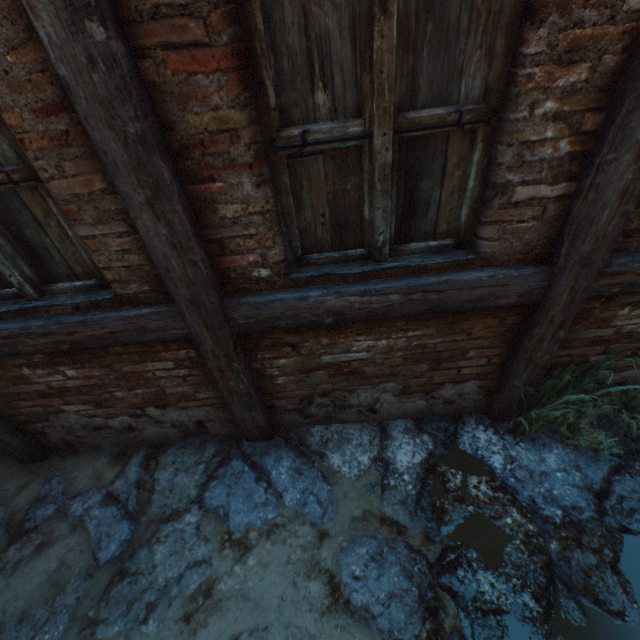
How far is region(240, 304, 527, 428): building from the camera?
2.00m

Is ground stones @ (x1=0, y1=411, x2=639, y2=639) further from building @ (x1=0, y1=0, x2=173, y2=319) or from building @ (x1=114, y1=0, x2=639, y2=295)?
building @ (x1=0, y1=0, x2=173, y2=319)

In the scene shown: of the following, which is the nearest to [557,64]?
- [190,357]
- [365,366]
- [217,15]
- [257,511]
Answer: [217,15]

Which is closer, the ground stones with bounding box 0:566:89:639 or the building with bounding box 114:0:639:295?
the building with bounding box 114:0:639:295

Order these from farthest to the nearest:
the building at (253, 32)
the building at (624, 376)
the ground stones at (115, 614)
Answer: the building at (624, 376) < the ground stones at (115, 614) < the building at (253, 32)

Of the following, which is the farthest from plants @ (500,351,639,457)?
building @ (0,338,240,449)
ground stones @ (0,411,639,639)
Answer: building @ (0,338,240,449)

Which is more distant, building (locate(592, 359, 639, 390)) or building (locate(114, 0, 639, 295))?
building (locate(592, 359, 639, 390))

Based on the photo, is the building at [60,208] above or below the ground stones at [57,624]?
above
